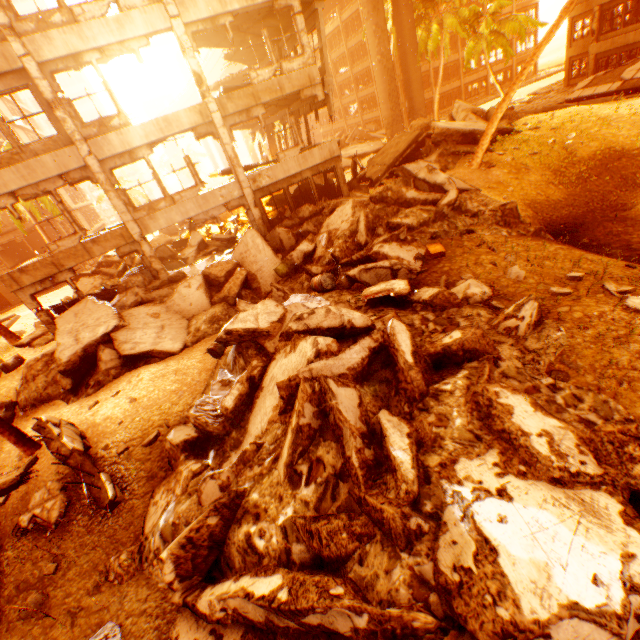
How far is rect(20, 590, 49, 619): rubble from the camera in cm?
518

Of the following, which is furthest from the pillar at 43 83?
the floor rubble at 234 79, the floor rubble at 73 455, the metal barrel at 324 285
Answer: the floor rubble at 234 79

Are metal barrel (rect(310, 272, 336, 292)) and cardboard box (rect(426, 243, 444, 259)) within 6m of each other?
yes

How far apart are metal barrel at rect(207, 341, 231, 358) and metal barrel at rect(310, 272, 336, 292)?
2.89m

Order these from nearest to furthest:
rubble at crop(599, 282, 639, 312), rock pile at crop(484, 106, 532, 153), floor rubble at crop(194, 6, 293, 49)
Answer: rubble at crop(599, 282, 639, 312) < floor rubble at crop(194, 6, 293, 49) < rock pile at crop(484, 106, 532, 153)

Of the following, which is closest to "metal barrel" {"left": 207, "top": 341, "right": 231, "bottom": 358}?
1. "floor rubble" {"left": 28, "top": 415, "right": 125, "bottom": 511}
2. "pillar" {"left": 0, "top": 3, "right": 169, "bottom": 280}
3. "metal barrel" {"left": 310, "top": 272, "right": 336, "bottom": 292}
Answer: "metal barrel" {"left": 310, "top": 272, "right": 336, "bottom": 292}

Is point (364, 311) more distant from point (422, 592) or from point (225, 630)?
point (225, 630)

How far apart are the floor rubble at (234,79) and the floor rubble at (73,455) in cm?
2336
